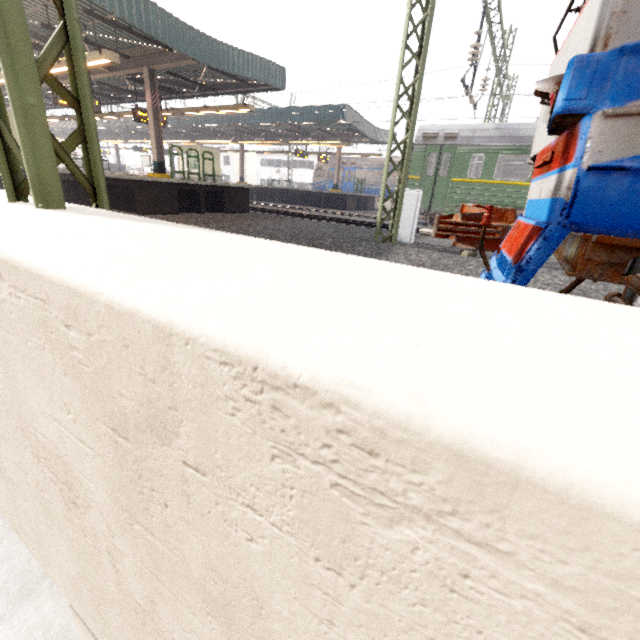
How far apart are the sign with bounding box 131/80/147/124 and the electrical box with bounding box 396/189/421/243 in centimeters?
1204cm

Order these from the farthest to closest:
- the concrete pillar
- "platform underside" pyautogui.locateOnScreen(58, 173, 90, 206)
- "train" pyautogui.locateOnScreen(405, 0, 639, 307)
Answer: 1. "platform underside" pyautogui.locateOnScreen(58, 173, 90, 206)
2. the concrete pillar
3. "train" pyautogui.locateOnScreen(405, 0, 639, 307)

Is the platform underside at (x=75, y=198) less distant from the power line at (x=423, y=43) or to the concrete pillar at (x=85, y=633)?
the concrete pillar at (x=85, y=633)

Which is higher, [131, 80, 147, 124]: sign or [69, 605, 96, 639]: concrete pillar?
[131, 80, 147, 124]: sign

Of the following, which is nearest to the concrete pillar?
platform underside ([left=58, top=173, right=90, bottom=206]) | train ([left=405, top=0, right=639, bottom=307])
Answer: train ([left=405, top=0, right=639, bottom=307])

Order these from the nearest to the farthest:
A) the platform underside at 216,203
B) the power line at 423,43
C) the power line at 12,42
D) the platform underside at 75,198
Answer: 1. the power line at 12,42
2. the power line at 423,43
3. the platform underside at 216,203
4. the platform underside at 75,198

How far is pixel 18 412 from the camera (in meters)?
1.61

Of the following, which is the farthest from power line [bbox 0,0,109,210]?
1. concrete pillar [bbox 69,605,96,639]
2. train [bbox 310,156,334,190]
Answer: concrete pillar [bbox 69,605,96,639]
